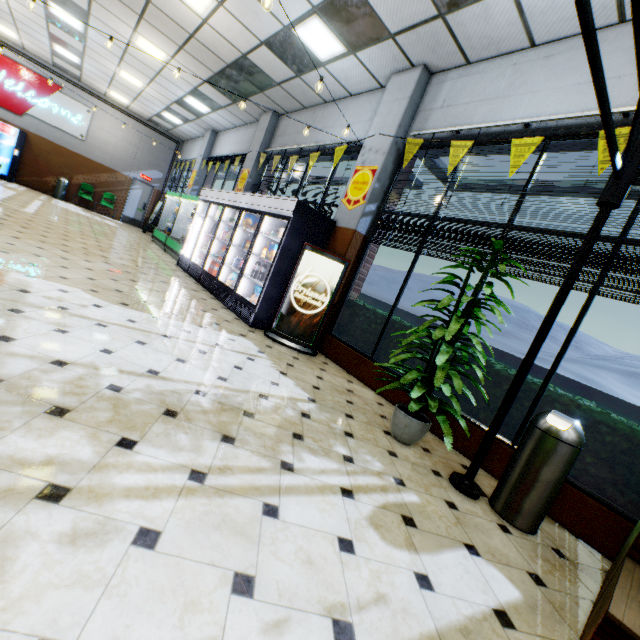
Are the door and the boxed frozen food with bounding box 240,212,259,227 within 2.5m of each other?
no

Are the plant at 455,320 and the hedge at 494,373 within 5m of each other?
yes

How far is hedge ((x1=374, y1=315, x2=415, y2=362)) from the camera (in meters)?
4.84

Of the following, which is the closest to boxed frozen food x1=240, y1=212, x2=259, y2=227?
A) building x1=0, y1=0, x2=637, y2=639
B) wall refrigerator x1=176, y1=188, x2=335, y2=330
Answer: wall refrigerator x1=176, y1=188, x2=335, y2=330

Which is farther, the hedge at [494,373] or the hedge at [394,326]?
the hedge at [394,326]

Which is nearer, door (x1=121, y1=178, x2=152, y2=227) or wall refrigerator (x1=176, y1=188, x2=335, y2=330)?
wall refrigerator (x1=176, y1=188, x2=335, y2=330)

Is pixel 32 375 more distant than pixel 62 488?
Yes

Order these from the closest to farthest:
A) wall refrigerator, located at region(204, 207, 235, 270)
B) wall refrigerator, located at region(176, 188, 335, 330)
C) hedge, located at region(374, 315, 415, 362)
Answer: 1. hedge, located at region(374, 315, 415, 362)
2. wall refrigerator, located at region(176, 188, 335, 330)
3. wall refrigerator, located at region(204, 207, 235, 270)
